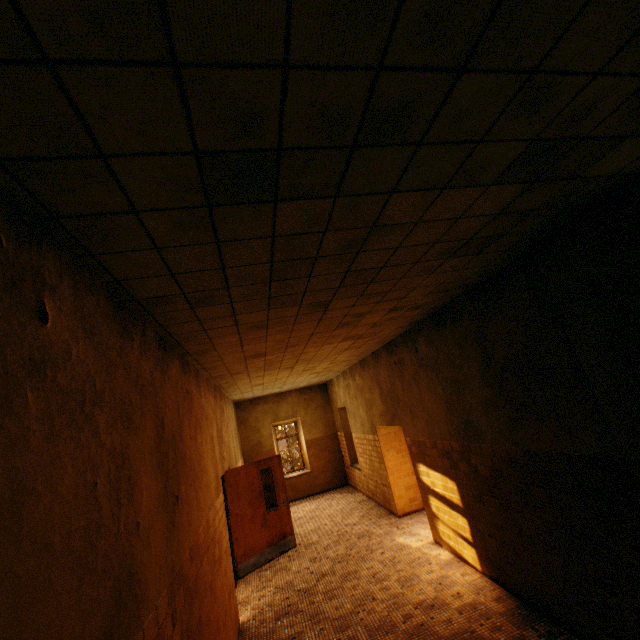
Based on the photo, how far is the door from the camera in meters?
6.9 m

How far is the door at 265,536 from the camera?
6.9 meters

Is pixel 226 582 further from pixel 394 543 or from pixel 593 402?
pixel 593 402
